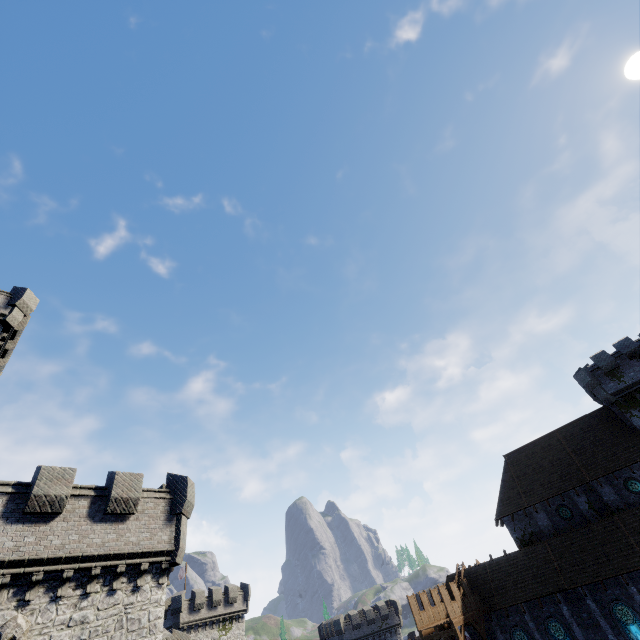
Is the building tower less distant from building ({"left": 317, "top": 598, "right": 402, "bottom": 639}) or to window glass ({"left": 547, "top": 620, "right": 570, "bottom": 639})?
window glass ({"left": 547, "top": 620, "right": 570, "bottom": 639})

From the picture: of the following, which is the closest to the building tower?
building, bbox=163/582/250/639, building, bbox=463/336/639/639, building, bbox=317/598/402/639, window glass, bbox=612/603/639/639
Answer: building, bbox=163/582/250/639

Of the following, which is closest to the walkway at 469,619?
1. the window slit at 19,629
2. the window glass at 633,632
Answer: the window glass at 633,632

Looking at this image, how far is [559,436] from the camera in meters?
33.8 m

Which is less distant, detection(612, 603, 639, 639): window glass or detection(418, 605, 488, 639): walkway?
detection(612, 603, 639, 639): window glass

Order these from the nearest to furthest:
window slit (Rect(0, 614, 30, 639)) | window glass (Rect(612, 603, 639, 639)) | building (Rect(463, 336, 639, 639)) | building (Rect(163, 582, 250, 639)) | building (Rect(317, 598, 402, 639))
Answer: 1. window slit (Rect(0, 614, 30, 639))
2. window glass (Rect(612, 603, 639, 639))
3. building (Rect(463, 336, 639, 639))
4. building (Rect(163, 582, 250, 639))
5. building (Rect(317, 598, 402, 639))

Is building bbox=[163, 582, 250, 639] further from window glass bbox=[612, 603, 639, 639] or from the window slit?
window glass bbox=[612, 603, 639, 639]

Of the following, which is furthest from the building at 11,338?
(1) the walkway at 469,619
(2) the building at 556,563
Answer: (2) the building at 556,563
